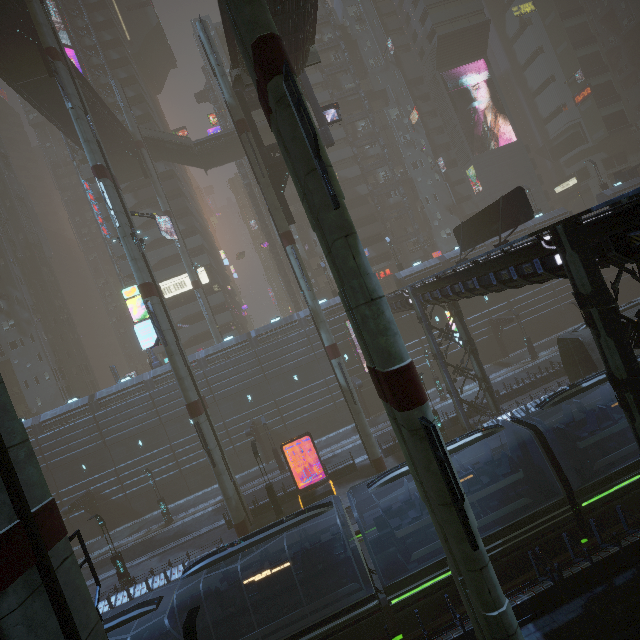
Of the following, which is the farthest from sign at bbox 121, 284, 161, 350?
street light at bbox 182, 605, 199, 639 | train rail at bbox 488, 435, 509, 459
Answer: street light at bbox 182, 605, 199, 639

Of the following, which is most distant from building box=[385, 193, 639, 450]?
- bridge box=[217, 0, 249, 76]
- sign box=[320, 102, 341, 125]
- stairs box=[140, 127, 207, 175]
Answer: sign box=[320, 102, 341, 125]

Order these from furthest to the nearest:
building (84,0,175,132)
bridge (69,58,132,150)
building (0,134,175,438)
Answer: building (84,0,175,132) → building (0,134,175,438) → bridge (69,58,132,150)

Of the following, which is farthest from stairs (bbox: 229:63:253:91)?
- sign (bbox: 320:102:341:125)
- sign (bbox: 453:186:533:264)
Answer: sign (bbox: 453:186:533:264)

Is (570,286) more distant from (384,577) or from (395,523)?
(384,577)

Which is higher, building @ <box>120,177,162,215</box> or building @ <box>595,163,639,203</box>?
building @ <box>120,177,162,215</box>

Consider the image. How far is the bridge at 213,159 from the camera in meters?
41.1 m

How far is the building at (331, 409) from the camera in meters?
35.0 m
